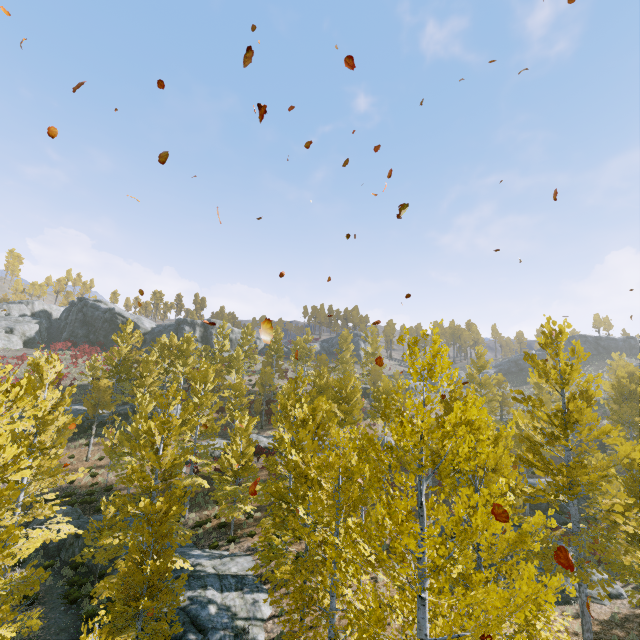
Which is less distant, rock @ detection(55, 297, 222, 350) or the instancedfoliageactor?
the instancedfoliageactor

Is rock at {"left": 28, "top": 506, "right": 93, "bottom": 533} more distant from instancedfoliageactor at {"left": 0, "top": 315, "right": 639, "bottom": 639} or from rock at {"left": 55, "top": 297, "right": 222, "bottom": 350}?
rock at {"left": 55, "top": 297, "right": 222, "bottom": 350}

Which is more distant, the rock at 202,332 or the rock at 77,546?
the rock at 202,332

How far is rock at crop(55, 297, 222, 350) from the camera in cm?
5466

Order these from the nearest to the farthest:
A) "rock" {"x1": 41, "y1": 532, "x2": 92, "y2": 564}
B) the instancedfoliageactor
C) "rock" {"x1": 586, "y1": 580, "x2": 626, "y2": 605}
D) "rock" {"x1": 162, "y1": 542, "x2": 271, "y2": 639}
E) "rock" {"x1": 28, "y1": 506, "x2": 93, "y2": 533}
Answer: the instancedfoliageactor, "rock" {"x1": 162, "y1": 542, "x2": 271, "y2": 639}, "rock" {"x1": 586, "y1": 580, "x2": 626, "y2": 605}, "rock" {"x1": 41, "y1": 532, "x2": 92, "y2": 564}, "rock" {"x1": 28, "y1": 506, "x2": 93, "y2": 533}

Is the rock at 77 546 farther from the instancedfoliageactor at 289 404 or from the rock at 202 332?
the rock at 202 332

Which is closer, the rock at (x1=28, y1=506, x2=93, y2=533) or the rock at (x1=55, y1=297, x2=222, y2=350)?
the rock at (x1=28, y1=506, x2=93, y2=533)

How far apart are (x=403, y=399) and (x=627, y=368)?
22.7m
